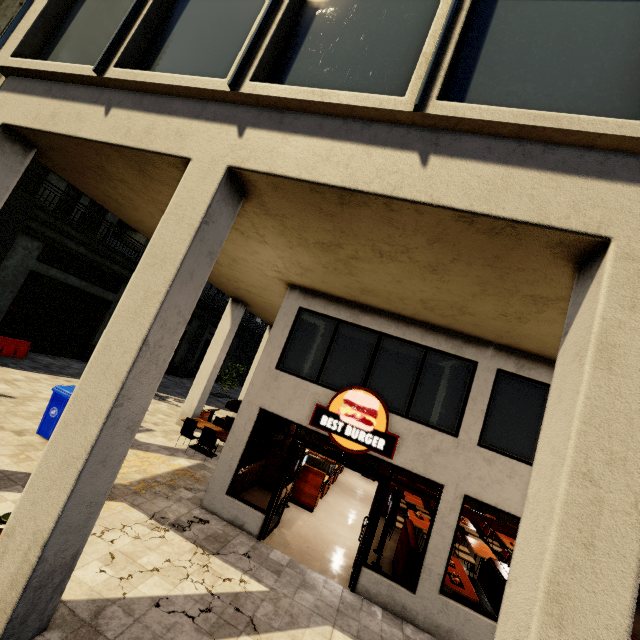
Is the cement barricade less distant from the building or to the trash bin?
the building

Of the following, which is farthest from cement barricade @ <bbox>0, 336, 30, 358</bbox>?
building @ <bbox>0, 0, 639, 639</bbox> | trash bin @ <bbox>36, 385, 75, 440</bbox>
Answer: trash bin @ <bbox>36, 385, 75, 440</bbox>

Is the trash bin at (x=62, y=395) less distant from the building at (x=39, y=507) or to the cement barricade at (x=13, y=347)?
the building at (x=39, y=507)

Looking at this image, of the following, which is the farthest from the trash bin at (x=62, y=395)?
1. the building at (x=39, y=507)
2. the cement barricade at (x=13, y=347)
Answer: the cement barricade at (x=13, y=347)

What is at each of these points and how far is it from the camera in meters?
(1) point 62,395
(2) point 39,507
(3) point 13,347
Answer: (1) trash bin, 8.2 m
(2) building, 3.5 m
(3) cement barricade, 14.6 m

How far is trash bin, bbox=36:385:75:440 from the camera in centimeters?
818cm

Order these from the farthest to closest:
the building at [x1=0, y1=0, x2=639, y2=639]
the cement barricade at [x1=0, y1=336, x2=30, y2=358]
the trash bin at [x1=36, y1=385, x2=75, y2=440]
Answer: the cement barricade at [x1=0, y1=336, x2=30, y2=358] → the trash bin at [x1=36, y1=385, x2=75, y2=440] → the building at [x1=0, y1=0, x2=639, y2=639]
